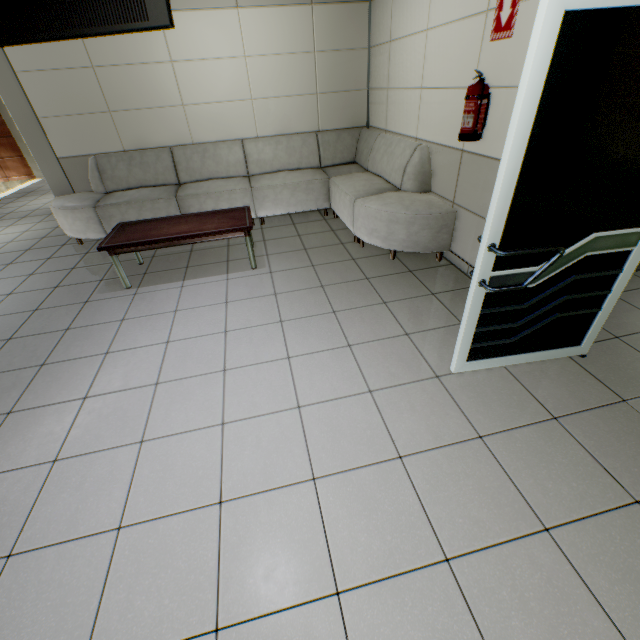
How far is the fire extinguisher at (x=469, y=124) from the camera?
2.60m

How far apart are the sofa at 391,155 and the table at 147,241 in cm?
68

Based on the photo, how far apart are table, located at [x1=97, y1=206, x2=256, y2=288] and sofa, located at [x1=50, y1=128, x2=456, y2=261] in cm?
68

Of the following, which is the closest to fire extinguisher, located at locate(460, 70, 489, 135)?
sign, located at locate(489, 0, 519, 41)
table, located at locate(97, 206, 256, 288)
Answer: sign, located at locate(489, 0, 519, 41)

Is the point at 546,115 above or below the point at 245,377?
above

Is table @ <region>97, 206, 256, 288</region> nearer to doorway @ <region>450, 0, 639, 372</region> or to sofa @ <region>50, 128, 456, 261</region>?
sofa @ <region>50, 128, 456, 261</region>

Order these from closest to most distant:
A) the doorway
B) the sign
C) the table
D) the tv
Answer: the doorway, the tv, the sign, the table

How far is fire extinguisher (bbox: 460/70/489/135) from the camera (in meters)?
2.60
